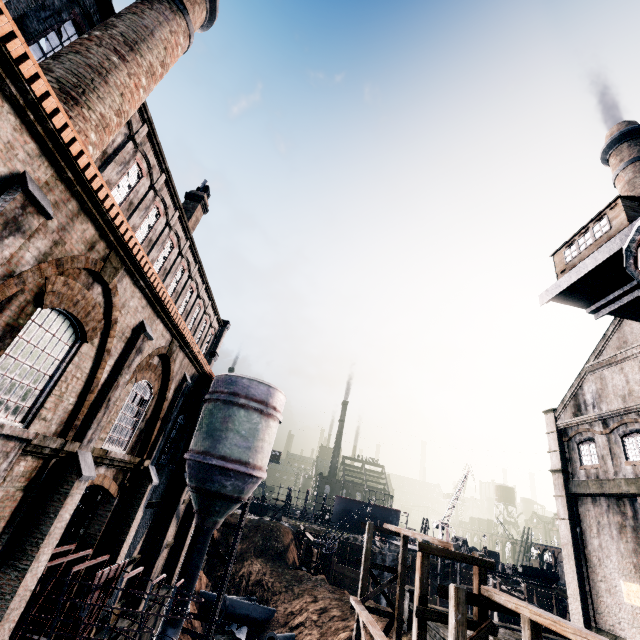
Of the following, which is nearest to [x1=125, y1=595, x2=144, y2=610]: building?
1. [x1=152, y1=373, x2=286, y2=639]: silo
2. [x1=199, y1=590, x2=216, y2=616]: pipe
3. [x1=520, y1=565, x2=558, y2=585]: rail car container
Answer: [x1=152, y1=373, x2=286, y2=639]: silo

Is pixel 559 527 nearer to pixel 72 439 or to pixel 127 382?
pixel 127 382

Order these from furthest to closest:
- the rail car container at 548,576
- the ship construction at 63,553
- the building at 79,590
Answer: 1. the rail car container at 548,576
2. the building at 79,590
3. the ship construction at 63,553

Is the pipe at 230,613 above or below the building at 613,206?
below

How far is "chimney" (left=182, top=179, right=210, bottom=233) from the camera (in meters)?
25.86

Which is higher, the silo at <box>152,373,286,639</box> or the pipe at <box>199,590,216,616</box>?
the silo at <box>152,373,286,639</box>

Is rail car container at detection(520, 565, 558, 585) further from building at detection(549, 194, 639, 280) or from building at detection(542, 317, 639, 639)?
building at detection(549, 194, 639, 280)

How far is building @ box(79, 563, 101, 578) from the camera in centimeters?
1230cm
